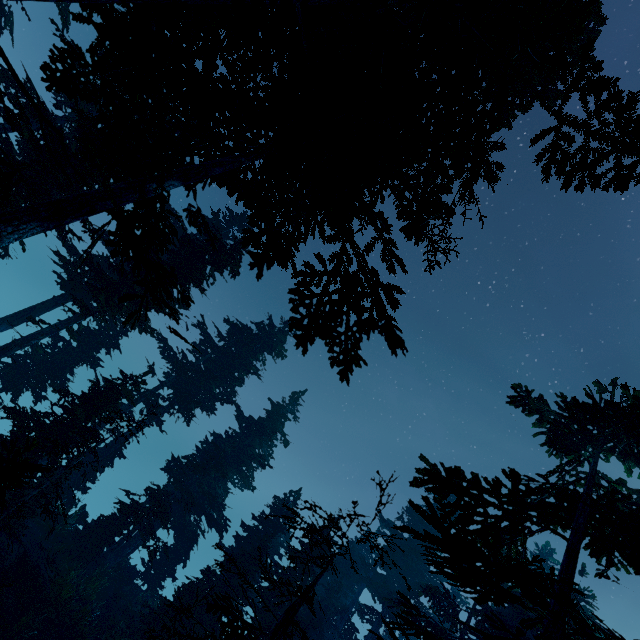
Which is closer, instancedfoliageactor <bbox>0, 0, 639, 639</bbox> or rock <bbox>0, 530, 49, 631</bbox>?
instancedfoliageactor <bbox>0, 0, 639, 639</bbox>

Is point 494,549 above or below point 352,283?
above

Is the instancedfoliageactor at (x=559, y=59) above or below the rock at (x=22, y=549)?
above

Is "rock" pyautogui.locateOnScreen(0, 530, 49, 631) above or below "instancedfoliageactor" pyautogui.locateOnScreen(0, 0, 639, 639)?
below

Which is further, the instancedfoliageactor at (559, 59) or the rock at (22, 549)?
the rock at (22, 549)
